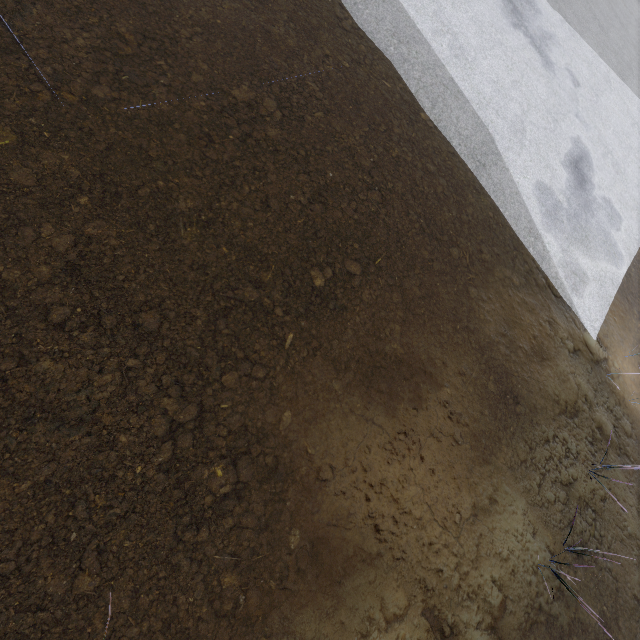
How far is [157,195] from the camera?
3.4 meters
